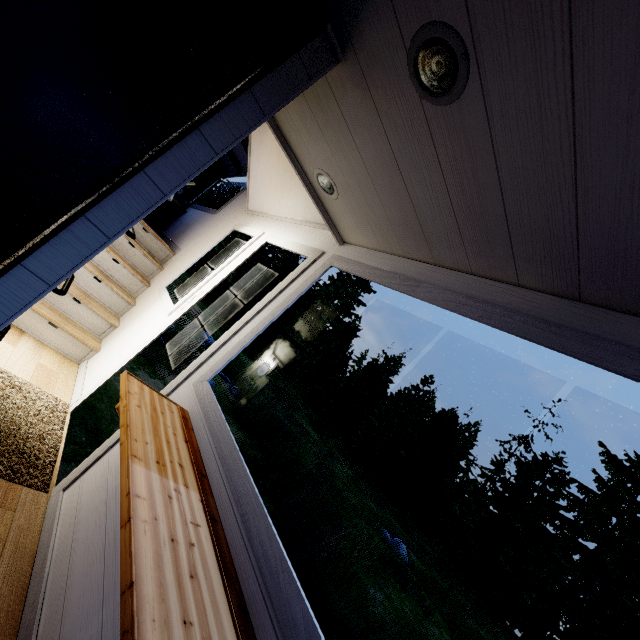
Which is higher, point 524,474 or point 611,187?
point 524,474

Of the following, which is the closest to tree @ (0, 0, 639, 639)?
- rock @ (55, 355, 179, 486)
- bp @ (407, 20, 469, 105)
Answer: bp @ (407, 20, 469, 105)

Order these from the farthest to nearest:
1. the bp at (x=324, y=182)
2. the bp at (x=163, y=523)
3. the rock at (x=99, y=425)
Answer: the rock at (x=99, y=425) → the bp at (x=324, y=182) → the bp at (x=163, y=523)

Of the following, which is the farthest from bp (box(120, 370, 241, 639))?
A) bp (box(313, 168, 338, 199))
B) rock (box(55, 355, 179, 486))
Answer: rock (box(55, 355, 179, 486))

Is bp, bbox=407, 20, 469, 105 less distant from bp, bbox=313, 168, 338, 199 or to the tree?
the tree

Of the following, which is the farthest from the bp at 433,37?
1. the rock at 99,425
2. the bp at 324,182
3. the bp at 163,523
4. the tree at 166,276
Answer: the rock at 99,425

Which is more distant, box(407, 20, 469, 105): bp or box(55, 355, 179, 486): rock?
box(55, 355, 179, 486): rock

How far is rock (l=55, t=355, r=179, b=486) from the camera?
4.2m
